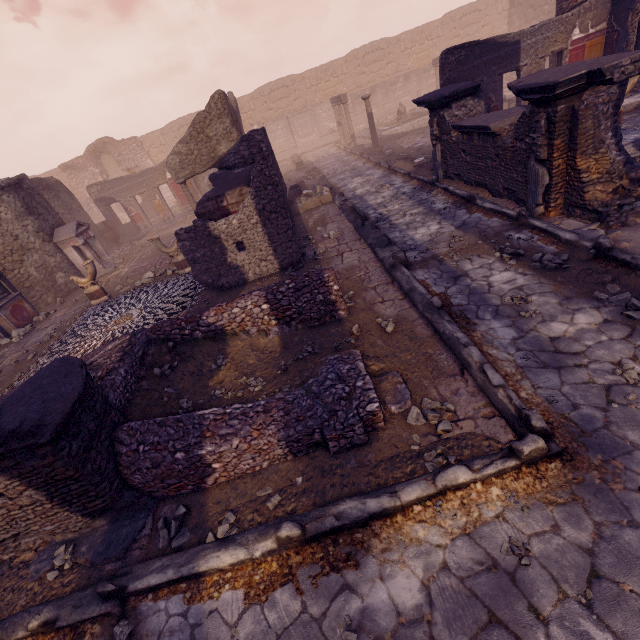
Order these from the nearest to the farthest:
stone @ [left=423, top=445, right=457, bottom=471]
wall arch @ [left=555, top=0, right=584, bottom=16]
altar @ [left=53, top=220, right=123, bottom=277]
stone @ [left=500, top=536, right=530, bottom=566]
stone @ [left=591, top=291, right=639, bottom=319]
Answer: stone @ [left=500, top=536, right=530, bottom=566] → stone @ [left=423, top=445, right=457, bottom=471] → stone @ [left=591, top=291, right=639, bottom=319] → wall arch @ [left=555, top=0, right=584, bottom=16] → altar @ [left=53, top=220, right=123, bottom=277]

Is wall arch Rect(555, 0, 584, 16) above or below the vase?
above

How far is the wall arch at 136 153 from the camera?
26.2m

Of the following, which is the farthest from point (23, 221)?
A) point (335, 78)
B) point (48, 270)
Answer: point (335, 78)

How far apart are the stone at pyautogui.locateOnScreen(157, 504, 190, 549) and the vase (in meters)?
17.20

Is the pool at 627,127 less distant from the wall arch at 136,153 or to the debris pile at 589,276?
the debris pile at 589,276

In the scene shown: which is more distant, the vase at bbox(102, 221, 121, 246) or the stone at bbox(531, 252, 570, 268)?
the vase at bbox(102, 221, 121, 246)

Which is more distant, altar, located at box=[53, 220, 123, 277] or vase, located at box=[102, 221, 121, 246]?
vase, located at box=[102, 221, 121, 246]
